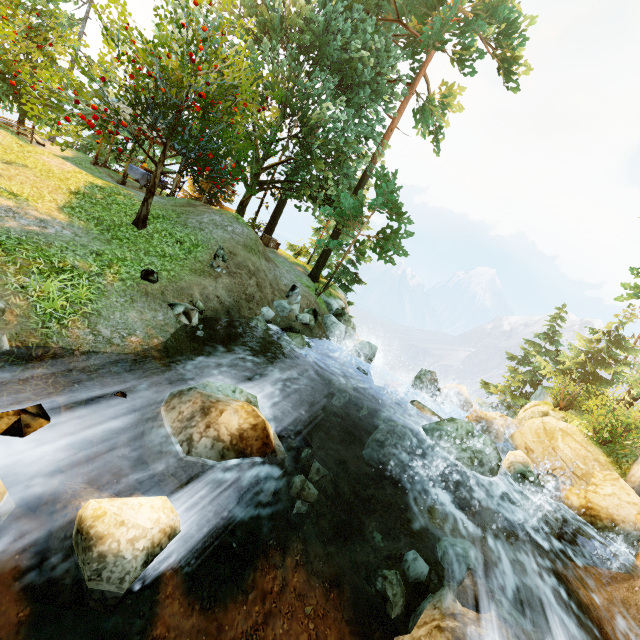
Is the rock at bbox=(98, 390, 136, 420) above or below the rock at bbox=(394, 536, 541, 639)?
above

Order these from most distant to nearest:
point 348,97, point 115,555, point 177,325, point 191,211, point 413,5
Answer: point 348,97, point 413,5, point 191,211, point 177,325, point 115,555

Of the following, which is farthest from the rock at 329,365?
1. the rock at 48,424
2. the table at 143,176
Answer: the table at 143,176

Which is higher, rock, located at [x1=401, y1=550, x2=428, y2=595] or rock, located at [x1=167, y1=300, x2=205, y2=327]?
rock, located at [x1=167, y1=300, x2=205, y2=327]

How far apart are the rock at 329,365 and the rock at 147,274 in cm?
761

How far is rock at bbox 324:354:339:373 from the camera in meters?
14.1

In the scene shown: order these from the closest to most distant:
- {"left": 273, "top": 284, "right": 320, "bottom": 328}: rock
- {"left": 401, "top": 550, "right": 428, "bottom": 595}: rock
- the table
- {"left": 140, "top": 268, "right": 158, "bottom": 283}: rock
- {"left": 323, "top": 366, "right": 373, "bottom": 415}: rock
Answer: {"left": 401, "top": 550, "right": 428, "bottom": 595}: rock
{"left": 140, "top": 268, "right": 158, "bottom": 283}: rock
{"left": 323, "top": 366, "right": 373, "bottom": 415}: rock
{"left": 273, "top": 284, "right": 320, "bottom": 328}: rock
the table

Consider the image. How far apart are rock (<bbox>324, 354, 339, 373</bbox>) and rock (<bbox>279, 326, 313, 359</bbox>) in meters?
1.2
